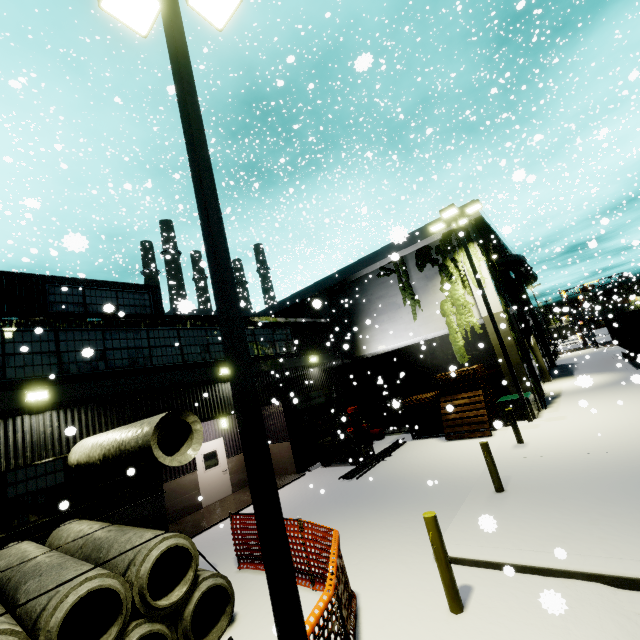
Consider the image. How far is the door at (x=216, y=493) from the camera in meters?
13.6

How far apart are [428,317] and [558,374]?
14.9m

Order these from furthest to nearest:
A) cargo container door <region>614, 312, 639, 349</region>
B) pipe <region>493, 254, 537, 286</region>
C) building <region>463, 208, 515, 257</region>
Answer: pipe <region>493, 254, 537, 286</region> → cargo container door <region>614, 312, 639, 349</region> → building <region>463, 208, 515, 257</region>

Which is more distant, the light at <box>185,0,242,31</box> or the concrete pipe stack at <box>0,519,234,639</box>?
the light at <box>185,0,242,31</box>

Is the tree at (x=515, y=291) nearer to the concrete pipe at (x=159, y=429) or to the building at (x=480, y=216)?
the building at (x=480, y=216)

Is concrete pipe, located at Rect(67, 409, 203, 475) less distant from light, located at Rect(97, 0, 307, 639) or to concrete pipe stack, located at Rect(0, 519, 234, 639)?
concrete pipe stack, located at Rect(0, 519, 234, 639)

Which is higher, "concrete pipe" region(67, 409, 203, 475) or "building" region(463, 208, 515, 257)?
"building" region(463, 208, 515, 257)

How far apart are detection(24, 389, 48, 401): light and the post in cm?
1015
